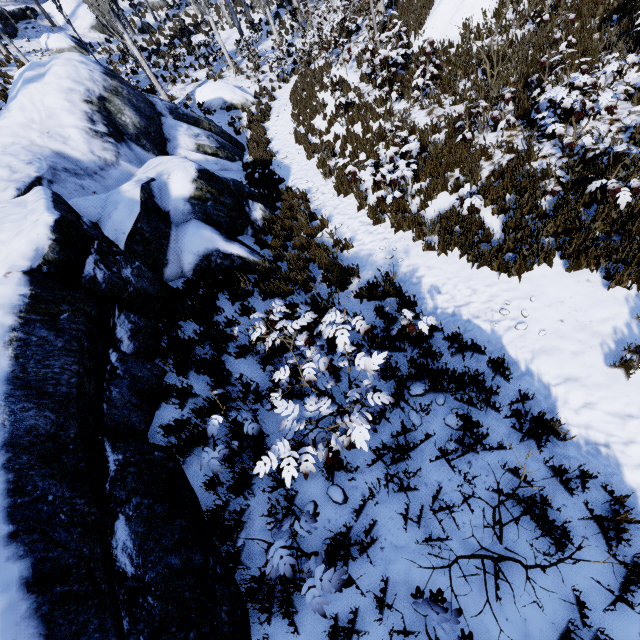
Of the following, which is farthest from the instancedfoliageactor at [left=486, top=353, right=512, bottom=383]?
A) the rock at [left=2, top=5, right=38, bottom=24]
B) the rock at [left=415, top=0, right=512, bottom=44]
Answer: the rock at [left=415, top=0, right=512, bottom=44]

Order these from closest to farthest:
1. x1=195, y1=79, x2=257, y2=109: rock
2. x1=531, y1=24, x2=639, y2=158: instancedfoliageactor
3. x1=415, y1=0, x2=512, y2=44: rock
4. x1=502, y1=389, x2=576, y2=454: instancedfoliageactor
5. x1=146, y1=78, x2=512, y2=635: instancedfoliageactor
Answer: x1=146, y1=78, x2=512, y2=635: instancedfoliageactor → x1=502, y1=389, x2=576, y2=454: instancedfoliageactor → x1=531, y1=24, x2=639, y2=158: instancedfoliageactor → x1=415, y1=0, x2=512, y2=44: rock → x1=195, y1=79, x2=257, y2=109: rock

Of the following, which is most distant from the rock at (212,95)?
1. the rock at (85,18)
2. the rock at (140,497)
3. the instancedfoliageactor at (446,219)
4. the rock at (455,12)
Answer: the rock at (85,18)

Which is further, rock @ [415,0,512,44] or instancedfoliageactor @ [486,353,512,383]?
rock @ [415,0,512,44]

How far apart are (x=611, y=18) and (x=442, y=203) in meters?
6.3

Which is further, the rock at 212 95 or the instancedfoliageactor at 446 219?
the rock at 212 95

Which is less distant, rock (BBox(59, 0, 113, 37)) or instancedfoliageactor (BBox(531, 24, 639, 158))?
instancedfoliageactor (BBox(531, 24, 639, 158))

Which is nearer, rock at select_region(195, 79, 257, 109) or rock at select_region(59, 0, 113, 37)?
rock at select_region(195, 79, 257, 109)
